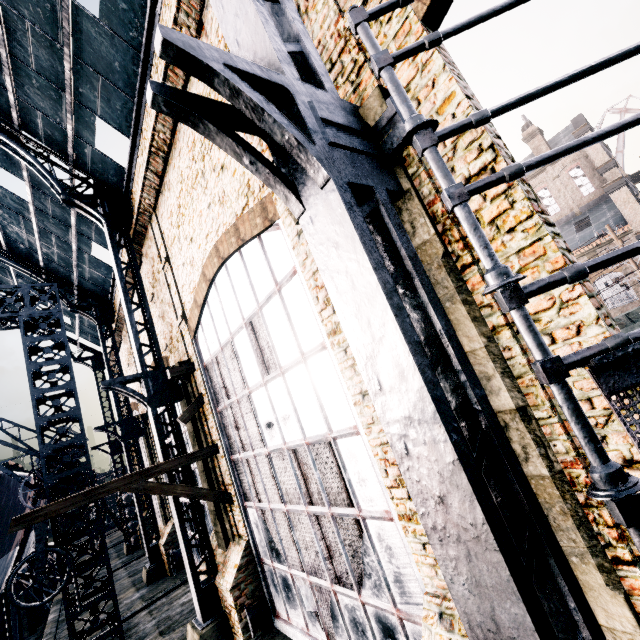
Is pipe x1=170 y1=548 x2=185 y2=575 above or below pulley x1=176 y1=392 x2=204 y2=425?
below

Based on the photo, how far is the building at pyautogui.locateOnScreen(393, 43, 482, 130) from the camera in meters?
4.0

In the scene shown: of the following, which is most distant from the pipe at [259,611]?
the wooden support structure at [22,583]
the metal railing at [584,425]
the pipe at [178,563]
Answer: the wooden support structure at [22,583]

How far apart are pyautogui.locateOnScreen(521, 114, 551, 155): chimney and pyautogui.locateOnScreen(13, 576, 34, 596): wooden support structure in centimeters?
5873cm

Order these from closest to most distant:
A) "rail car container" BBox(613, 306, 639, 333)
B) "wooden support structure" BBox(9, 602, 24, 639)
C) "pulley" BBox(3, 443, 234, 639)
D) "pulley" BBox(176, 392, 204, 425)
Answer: "pulley" BBox(3, 443, 234, 639)
"pulley" BBox(176, 392, 204, 425)
"rail car container" BBox(613, 306, 639, 333)
"wooden support structure" BBox(9, 602, 24, 639)

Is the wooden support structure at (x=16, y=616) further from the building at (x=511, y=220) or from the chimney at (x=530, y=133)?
the chimney at (x=530, y=133)

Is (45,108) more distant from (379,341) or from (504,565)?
(504,565)

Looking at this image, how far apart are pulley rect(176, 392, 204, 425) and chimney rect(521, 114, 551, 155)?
40.0 meters
